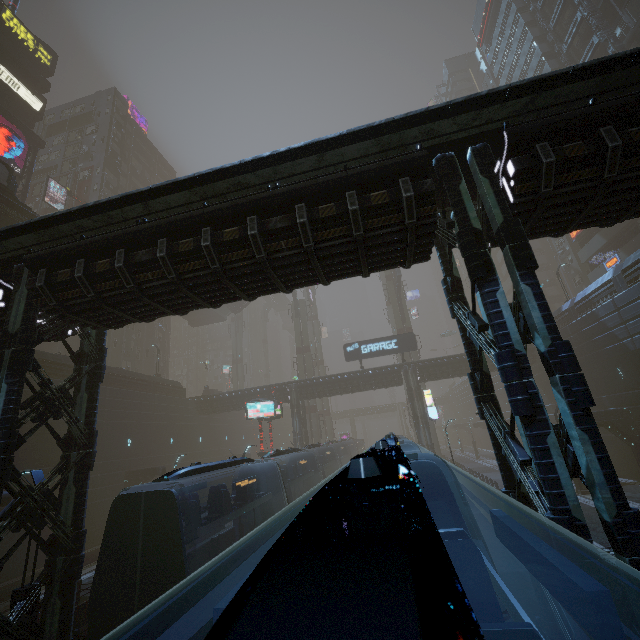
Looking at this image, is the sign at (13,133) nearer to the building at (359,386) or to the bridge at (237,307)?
the building at (359,386)

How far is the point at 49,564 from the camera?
9.78m

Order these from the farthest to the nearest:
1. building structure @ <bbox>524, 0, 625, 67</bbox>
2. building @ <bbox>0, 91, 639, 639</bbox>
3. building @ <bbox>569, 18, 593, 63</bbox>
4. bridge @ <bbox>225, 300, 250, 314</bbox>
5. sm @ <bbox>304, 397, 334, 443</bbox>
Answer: bridge @ <bbox>225, 300, 250, 314</bbox>, sm @ <bbox>304, 397, 334, 443</bbox>, building @ <bbox>569, 18, 593, 63</bbox>, building structure @ <bbox>524, 0, 625, 67</bbox>, building @ <bbox>0, 91, 639, 639</bbox>

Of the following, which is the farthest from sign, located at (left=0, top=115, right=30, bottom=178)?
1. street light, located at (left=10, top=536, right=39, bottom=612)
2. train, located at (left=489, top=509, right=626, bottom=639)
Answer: train, located at (left=489, top=509, right=626, bottom=639)

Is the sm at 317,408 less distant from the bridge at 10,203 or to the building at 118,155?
the building at 118,155

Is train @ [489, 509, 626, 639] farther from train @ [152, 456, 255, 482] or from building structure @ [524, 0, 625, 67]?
building structure @ [524, 0, 625, 67]

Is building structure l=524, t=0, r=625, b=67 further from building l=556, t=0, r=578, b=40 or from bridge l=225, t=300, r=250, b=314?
bridge l=225, t=300, r=250, b=314

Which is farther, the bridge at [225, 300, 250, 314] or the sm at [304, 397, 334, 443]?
the bridge at [225, 300, 250, 314]
